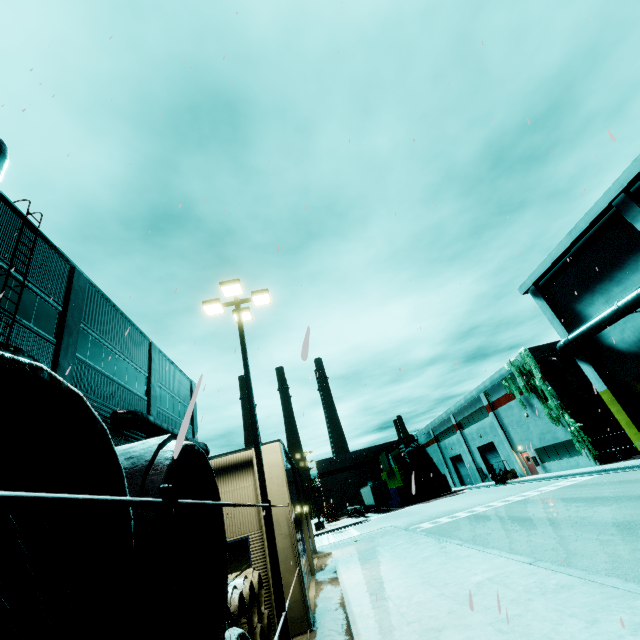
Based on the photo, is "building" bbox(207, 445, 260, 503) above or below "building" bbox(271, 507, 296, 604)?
above

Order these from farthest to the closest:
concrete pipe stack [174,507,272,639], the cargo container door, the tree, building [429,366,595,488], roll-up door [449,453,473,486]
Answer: roll-up door [449,453,473,486] < the cargo container door < building [429,366,595,488] < the tree < concrete pipe stack [174,507,272,639]

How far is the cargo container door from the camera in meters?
46.0 m

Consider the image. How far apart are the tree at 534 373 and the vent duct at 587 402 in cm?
94

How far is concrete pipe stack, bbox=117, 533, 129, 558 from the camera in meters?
1.8 m

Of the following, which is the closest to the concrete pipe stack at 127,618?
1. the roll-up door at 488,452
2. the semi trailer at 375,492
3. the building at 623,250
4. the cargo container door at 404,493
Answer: the building at 623,250

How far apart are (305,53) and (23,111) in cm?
730

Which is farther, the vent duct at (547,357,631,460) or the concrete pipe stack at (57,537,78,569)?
the vent duct at (547,357,631,460)
